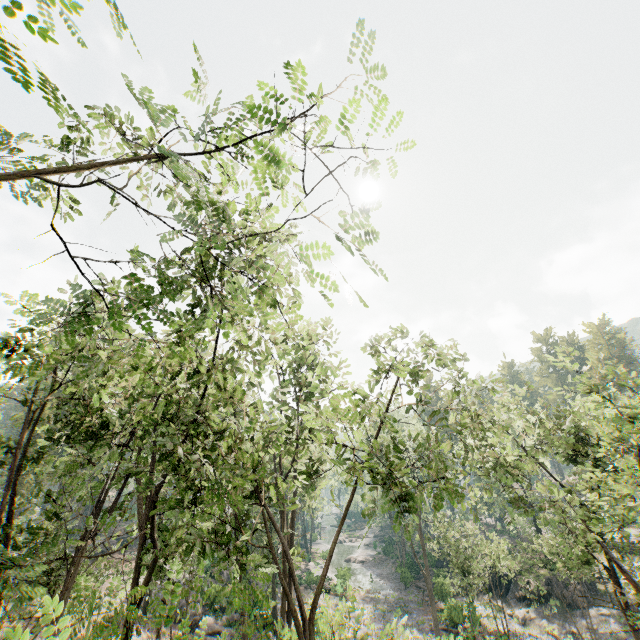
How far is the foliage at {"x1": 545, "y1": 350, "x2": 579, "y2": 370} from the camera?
17.38m

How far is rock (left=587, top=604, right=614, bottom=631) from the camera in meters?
29.2

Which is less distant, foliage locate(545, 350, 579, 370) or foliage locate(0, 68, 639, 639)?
foliage locate(0, 68, 639, 639)

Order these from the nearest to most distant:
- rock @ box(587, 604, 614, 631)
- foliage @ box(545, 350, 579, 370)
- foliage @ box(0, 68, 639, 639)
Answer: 1. foliage @ box(0, 68, 639, 639)
2. foliage @ box(545, 350, 579, 370)
3. rock @ box(587, 604, 614, 631)

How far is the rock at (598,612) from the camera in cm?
2920

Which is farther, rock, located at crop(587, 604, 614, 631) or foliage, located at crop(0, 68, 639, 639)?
rock, located at crop(587, 604, 614, 631)

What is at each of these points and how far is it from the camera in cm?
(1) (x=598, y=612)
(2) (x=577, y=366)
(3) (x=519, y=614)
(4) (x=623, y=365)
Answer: (1) rock, 3023
(2) foliage, 1733
(3) rock, 3234
(4) foliage, 5750

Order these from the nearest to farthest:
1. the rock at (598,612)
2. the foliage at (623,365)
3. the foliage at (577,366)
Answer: the foliage at (623,365), the foliage at (577,366), the rock at (598,612)
